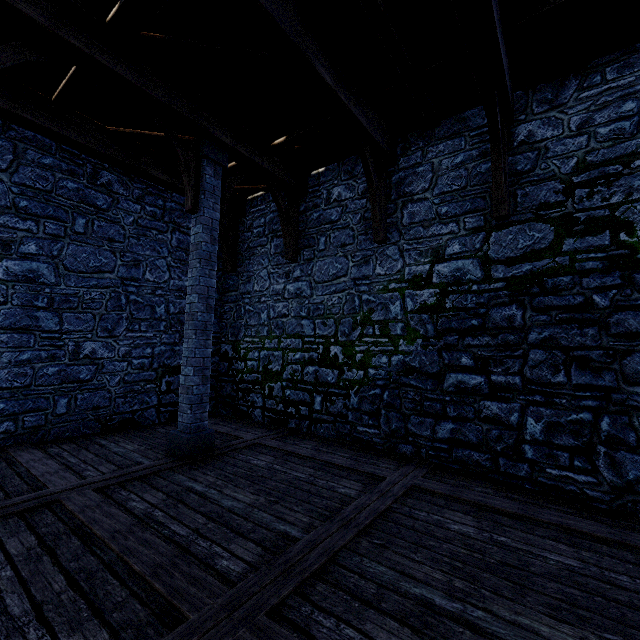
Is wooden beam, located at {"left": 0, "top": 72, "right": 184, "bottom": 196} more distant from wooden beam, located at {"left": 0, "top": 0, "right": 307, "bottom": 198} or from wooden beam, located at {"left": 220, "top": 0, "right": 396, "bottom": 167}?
wooden beam, located at {"left": 220, "top": 0, "right": 396, "bottom": 167}

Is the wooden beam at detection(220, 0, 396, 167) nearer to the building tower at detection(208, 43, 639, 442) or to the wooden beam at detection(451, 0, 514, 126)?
the building tower at detection(208, 43, 639, 442)

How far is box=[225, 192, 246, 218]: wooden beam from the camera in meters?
8.5

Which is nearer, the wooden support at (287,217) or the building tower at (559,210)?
the building tower at (559,210)

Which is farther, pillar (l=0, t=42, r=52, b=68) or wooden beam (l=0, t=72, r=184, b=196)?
wooden beam (l=0, t=72, r=184, b=196)

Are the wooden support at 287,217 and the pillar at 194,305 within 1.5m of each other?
yes

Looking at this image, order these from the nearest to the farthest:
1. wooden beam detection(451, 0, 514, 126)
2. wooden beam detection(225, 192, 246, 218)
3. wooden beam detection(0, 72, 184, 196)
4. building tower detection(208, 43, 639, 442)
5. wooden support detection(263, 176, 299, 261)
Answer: wooden beam detection(451, 0, 514, 126) → building tower detection(208, 43, 639, 442) → wooden beam detection(0, 72, 184, 196) → wooden support detection(263, 176, 299, 261) → wooden beam detection(225, 192, 246, 218)

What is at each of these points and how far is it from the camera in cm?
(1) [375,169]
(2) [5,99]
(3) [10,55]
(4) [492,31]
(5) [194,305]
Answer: (1) wooden support, 613
(2) wooden beam, 503
(3) pillar, 372
(4) wooden beam, 363
(5) pillar, 541
